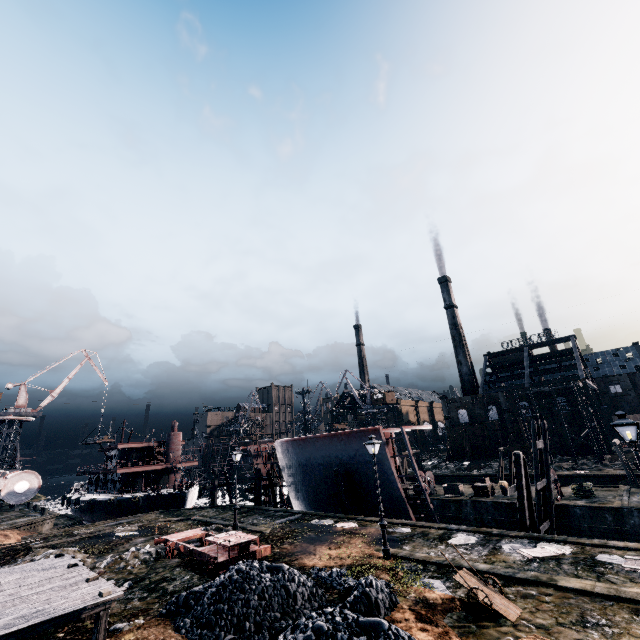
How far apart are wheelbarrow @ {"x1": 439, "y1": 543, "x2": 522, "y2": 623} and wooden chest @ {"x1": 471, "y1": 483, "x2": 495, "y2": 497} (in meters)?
24.23

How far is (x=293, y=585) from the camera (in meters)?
12.05

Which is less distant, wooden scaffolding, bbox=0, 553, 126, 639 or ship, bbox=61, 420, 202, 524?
wooden scaffolding, bbox=0, 553, 126, 639

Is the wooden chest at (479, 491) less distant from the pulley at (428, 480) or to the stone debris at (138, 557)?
the pulley at (428, 480)

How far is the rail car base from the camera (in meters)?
15.45

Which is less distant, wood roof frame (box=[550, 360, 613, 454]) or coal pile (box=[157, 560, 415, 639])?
coal pile (box=[157, 560, 415, 639])

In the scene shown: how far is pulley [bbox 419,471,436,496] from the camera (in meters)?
34.94

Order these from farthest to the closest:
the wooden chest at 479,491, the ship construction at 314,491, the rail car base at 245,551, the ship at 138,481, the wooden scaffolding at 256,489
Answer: the ship at 138,481
the wooden scaffolding at 256,489
the wooden chest at 479,491
the ship construction at 314,491
the rail car base at 245,551
